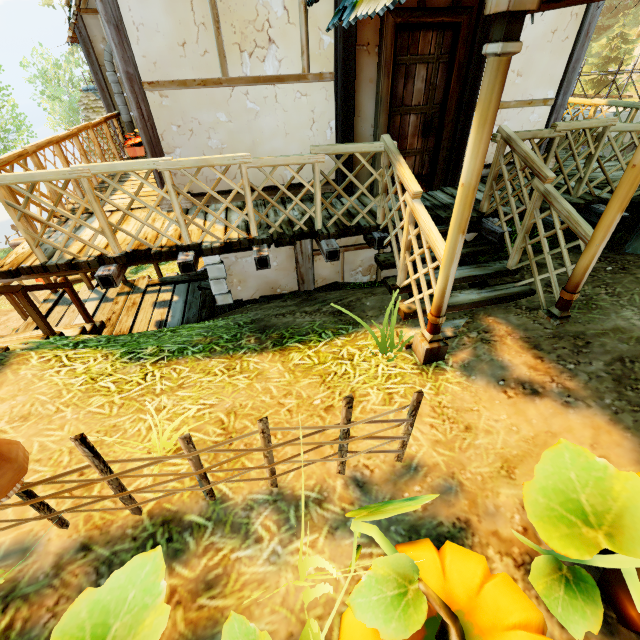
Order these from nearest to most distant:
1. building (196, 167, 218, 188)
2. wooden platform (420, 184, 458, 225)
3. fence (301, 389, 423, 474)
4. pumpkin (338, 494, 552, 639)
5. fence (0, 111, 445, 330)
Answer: pumpkin (338, 494, 552, 639) → fence (301, 389, 423, 474) → fence (0, 111, 445, 330) → wooden platform (420, 184, 458, 225) → building (196, 167, 218, 188)

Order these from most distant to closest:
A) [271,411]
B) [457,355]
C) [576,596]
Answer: [457,355]
[271,411]
[576,596]

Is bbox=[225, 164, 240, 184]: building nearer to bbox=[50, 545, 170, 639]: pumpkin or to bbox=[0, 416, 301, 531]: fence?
bbox=[0, 416, 301, 531]: fence

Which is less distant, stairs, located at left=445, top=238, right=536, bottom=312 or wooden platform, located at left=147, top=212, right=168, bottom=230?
stairs, located at left=445, top=238, right=536, bottom=312

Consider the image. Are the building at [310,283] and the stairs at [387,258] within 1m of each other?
no

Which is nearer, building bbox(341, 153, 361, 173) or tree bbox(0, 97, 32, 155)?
building bbox(341, 153, 361, 173)

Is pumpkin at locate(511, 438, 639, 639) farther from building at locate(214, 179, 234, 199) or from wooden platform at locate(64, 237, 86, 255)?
wooden platform at locate(64, 237, 86, 255)

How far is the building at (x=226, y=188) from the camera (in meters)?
5.27
